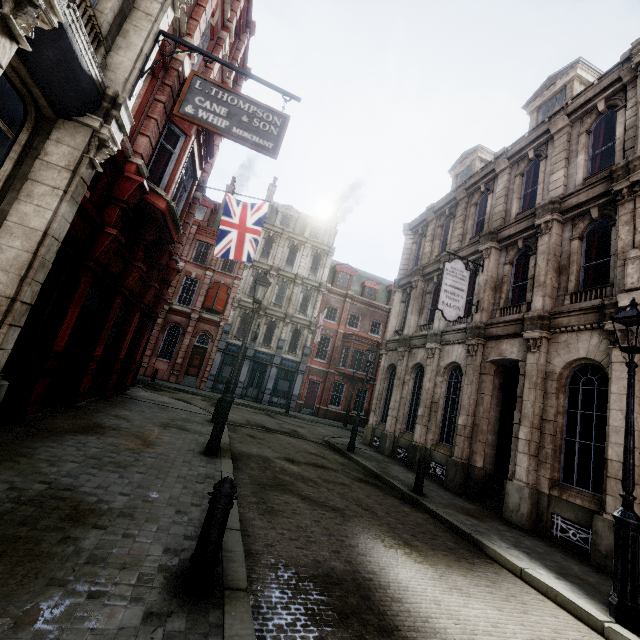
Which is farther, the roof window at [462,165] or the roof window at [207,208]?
the roof window at [207,208]

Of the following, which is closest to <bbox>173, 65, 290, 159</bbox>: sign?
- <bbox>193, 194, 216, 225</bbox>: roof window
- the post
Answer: the post

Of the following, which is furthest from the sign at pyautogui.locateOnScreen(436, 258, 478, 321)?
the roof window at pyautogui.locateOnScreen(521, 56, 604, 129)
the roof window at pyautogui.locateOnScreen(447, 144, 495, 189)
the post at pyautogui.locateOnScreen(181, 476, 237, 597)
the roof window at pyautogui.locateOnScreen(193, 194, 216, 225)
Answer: the roof window at pyautogui.locateOnScreen(193, 194, 216, 225)

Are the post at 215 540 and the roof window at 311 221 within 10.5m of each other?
no

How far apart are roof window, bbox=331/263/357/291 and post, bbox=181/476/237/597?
30.29m

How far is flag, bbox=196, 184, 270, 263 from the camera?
13.38m

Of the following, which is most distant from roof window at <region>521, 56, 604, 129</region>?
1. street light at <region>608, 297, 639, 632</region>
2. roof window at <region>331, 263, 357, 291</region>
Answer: roof window at <region>331, 263, 357, 291</region>

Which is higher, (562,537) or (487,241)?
(487,241)
